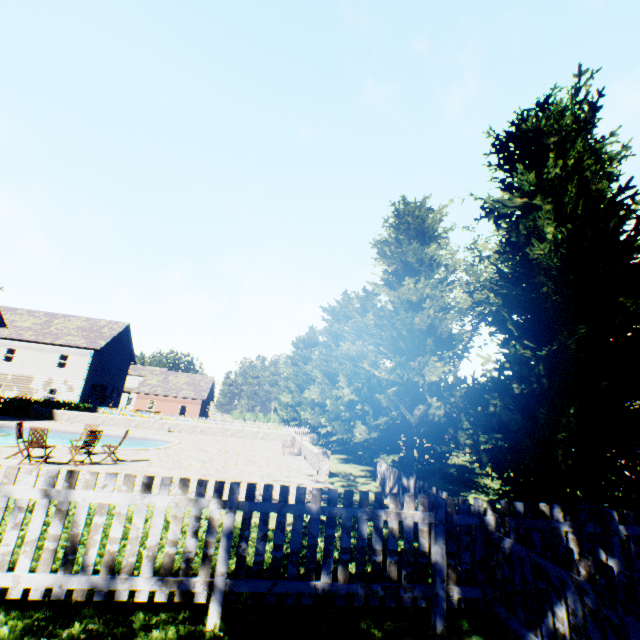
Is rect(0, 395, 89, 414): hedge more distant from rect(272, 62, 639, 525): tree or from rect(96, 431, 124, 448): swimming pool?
rect(272, 62, 639, 525): tree

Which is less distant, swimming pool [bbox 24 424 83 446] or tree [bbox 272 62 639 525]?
tree [bbox 272 62 639 525]

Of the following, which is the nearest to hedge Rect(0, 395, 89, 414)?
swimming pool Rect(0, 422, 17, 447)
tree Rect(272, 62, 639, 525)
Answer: swimming pool Rect(0, 422, 17, 447)

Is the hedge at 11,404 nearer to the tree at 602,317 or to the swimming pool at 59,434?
the swimming pool at 59,434

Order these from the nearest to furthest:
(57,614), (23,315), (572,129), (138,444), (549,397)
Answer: (57,614), (549,397), (572,129), (138,444), (23,315)

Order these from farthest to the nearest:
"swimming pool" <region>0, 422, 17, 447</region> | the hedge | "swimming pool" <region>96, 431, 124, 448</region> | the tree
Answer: the hedge, "swimming pool" <region>96, 431, 124, 448</region>, "swimming pool" <region>0, 422, 17, 447</region>, the tree

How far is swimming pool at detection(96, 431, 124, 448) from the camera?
20.6m
